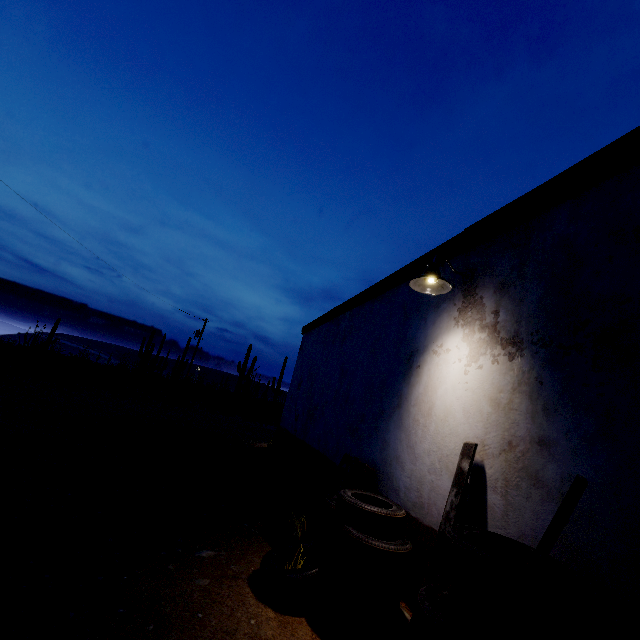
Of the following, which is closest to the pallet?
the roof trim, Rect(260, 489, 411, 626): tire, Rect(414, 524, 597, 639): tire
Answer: Rect(260, 489, 411, 626): tire

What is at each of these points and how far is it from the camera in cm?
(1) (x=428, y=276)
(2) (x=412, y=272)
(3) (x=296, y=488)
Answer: (1) street light, 349
(2) roof trim, 511
(3) pallet, 493

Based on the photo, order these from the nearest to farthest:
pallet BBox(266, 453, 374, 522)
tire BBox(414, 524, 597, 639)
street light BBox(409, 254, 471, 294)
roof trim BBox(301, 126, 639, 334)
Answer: tire BBox(414, 524, 597, 639), roof trim BBox(301, 126, 639, 334), street light BBox(409, 254, 471, 294), pallet BBox(266, 453, 374, 522)

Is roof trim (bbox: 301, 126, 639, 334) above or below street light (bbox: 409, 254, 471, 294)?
above

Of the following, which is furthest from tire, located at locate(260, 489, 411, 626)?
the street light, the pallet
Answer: the street light

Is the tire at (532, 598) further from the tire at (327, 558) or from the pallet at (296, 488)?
the pallet at (296, 488)

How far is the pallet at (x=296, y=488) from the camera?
4.4m

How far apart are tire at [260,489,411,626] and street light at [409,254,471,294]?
2.33m
